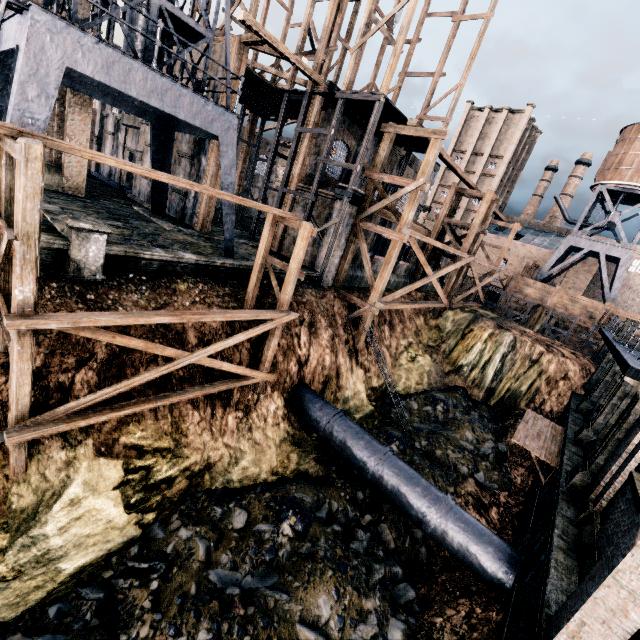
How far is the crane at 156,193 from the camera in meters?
21.1

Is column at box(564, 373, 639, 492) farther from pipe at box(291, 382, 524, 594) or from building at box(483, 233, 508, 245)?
building at box(483, 233, 508, 245)

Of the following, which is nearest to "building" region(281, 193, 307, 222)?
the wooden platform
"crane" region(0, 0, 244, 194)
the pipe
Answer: "crane" region(0, 0, 244, 194)

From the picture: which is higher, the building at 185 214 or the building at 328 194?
the building at 328 194

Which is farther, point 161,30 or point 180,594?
point 161,30

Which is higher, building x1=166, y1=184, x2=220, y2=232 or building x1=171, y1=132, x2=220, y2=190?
building x1=171, y1=132, x2=220, y2=190

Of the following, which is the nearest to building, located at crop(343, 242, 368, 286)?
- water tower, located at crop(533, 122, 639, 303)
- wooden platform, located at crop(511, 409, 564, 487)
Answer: wooden platform, located at crop(511, 409, 564, 487)

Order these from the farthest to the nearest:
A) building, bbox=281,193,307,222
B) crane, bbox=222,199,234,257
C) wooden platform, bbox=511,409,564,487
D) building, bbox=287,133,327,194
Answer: building, bbox=281,193,307,222 → building, bbox=287,133,327,194 → crane, bbox=222,199,234,257 → wooden platform, bbox=511,409,564,487
